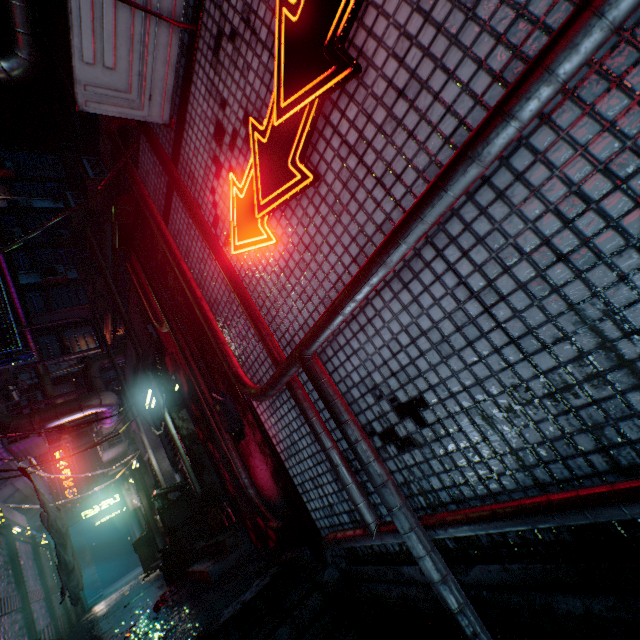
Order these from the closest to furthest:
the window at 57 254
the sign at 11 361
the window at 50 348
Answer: the sign at 11 361 < the window at 50 348 < the window at 57 254

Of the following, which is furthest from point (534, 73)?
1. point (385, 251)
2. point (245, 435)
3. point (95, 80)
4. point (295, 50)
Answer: point (245, 435)

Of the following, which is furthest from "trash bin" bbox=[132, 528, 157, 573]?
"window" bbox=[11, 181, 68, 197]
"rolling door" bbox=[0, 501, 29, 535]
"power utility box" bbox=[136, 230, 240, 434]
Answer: "window" bbox=[11, 181, 68, 197]

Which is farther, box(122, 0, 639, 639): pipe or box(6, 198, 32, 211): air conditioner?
box(6, 198, 32, 211): air conditioner

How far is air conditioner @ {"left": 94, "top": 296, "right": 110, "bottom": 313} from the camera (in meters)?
13.30

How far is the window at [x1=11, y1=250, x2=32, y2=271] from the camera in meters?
18.2 m

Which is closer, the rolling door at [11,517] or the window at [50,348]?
the rolling door at [11,517]

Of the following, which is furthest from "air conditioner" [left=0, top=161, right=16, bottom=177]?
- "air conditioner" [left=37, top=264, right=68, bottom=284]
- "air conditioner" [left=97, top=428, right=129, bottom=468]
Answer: "air conditioner" [left=97, top=428, right=129, bottom=468]
